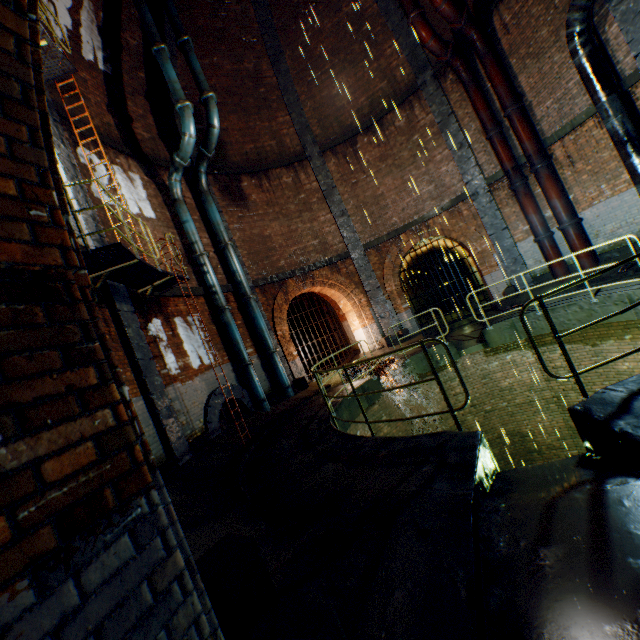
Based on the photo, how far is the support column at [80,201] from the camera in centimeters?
703cm

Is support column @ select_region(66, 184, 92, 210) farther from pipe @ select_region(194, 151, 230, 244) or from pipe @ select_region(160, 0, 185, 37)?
pipe @ select_region(194, 151, 230, 244)

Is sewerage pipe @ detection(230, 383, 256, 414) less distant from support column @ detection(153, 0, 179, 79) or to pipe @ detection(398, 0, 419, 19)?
support column @ detection(153, 0, 179, 79)

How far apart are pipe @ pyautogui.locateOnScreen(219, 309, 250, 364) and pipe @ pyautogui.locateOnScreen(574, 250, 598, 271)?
11.2 meters

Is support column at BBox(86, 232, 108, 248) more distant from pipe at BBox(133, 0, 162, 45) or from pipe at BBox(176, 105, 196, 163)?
pipe at BBox(176, 105, 196, 163)

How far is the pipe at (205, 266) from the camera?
10.67m

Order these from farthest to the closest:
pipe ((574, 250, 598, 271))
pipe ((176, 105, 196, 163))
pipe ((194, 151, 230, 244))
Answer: pipe ((194, 151, 230, 244))
pipe ((574, 250, 598, 271))
pipe ((176, 105, 196, 163))

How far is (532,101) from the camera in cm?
1073
